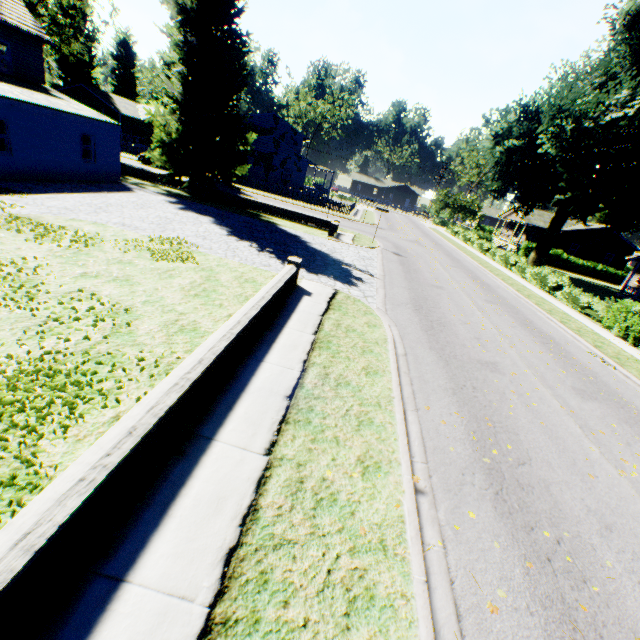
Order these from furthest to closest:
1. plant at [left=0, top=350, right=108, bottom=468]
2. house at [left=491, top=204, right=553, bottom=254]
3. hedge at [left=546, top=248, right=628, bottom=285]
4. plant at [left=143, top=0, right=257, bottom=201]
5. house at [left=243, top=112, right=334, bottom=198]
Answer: house at [left=491, top=204, right=553, bottom=254] < hedge at [left=546, top=248, right=628, bottom=285] < house at [left=243, top=112, right=334, bottom=198] < plant at [left=143, top=0, right=257, bottom=201] < plant at [left=0, top=350, right=108, bottom=468]

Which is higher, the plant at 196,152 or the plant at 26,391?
the plant at 196,152

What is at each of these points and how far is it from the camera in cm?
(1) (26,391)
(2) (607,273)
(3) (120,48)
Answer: (1) plant, 458
(2) hedge, 4234
(3) plant, 5544

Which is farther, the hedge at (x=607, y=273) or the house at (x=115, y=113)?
the house at (x=115, y=113)

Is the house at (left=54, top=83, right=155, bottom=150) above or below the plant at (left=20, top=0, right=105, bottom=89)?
below

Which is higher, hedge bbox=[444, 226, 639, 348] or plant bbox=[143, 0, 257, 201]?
plant bbox=[143, 0, 257, 201]

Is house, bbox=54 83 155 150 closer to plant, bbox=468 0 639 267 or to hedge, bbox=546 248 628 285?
plant, bbox=468 0 639 267
